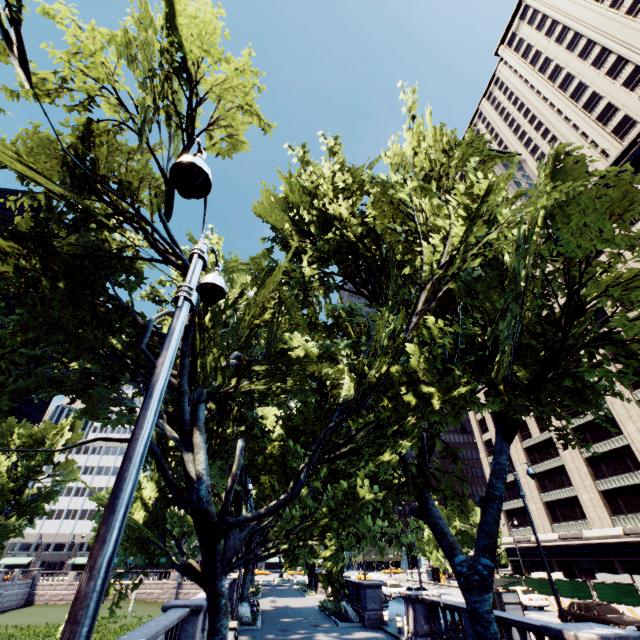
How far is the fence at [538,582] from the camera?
28.39m

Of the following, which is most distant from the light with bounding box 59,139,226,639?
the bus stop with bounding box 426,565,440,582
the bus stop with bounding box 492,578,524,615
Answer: the bus stop with bounding box 426,565,440,582

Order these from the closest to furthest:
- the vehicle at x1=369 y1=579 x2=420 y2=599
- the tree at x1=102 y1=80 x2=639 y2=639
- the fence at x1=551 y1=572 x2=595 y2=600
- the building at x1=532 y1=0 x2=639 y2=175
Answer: the tree at x1=102 y1=80 x2=639 y2=639 < the fence at x1=551 y1=572 x2=595 y2=600 < the vehicle at x1=369 y1=579 x2=420 y2=599 < the building at x1=532 y1=0 x2=639 y2=175

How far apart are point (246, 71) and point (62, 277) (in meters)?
12.35

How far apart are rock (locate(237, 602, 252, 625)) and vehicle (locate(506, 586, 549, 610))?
22.5 meters

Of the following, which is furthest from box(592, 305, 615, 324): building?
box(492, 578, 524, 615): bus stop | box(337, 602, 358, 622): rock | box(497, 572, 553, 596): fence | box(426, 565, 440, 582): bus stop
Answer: box(337, 602, 358, 622): rock

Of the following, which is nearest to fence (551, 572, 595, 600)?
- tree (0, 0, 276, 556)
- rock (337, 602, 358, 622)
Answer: tree (0, 0, 276, 556)

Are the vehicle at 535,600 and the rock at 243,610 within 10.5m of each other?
no
